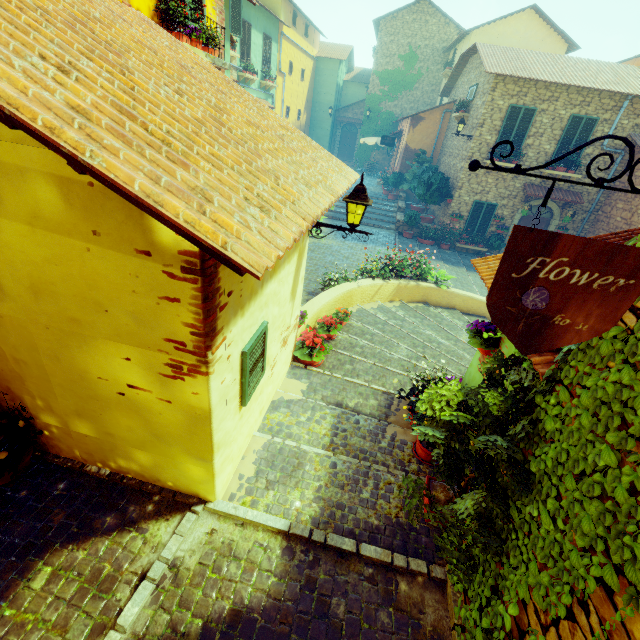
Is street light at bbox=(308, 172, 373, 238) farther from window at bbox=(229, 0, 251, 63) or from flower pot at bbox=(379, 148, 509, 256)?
window at bbox=(229, 0, 251, 63)

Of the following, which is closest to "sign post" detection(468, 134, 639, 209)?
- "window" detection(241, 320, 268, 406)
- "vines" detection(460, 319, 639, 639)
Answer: "vines" detection(460, 319, 639, 639)

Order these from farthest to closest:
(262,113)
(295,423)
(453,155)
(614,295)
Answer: (453,155) < (295,423) < (262,113) < (614,295)

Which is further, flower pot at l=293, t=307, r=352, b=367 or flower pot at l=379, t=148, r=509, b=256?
flower pot at l=379, t=148, r=509, b=256

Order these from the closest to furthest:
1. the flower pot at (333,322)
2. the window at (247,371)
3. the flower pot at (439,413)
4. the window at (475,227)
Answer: the flower pot at (439,413), the window at (247,371), the flower pot at (333,322), the window at (475,227)

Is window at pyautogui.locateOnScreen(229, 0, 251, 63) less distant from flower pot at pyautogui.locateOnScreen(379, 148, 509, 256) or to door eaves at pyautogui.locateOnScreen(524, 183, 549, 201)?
flower pot at pyautogui.locateOnScreen(379, 148, 509, 256)

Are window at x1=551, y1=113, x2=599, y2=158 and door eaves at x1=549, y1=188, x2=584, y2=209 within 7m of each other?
yes

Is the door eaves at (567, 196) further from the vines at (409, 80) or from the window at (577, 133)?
the vines at (409, 80)
